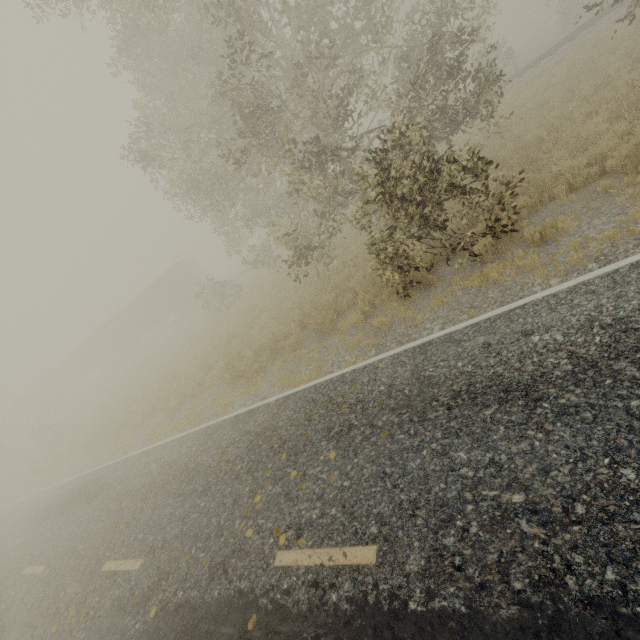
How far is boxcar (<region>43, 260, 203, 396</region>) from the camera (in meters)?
34.28

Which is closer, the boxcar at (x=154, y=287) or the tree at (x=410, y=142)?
the tree at (x=410, y=142)

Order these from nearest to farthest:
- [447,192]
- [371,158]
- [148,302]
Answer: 1. [447,192]
2. [371,158]
3. [148,302]

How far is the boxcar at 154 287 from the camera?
34.28m

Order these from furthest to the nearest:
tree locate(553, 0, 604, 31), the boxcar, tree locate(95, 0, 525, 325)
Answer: the boxcar, tree locate(553, 0, 604, 31), tree locate(95, 0, 525, 325)

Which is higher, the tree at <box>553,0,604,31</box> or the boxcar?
the boxcar

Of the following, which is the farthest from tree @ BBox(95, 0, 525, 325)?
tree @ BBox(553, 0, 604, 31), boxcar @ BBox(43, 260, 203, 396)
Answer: boxcar @ BBox(43, 260, 203, 396)
